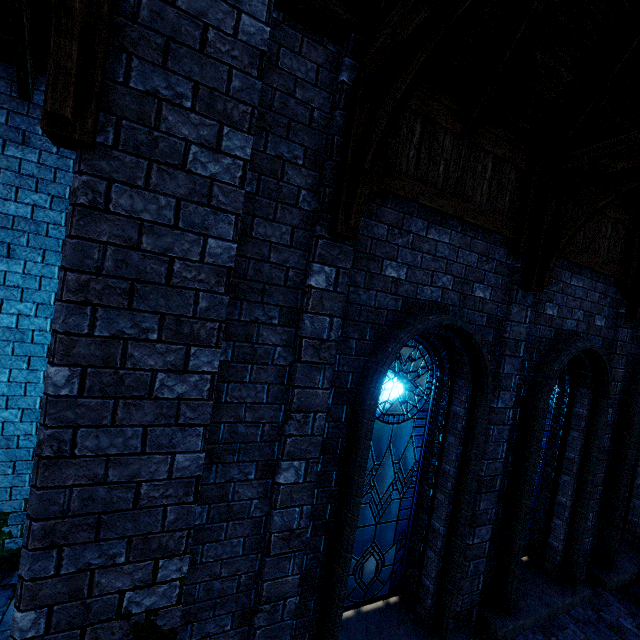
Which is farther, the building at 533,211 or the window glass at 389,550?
the window glass at 389,550

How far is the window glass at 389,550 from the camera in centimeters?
418cm

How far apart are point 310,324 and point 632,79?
5.2m

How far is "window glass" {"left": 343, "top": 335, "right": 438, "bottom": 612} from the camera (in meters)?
4.18

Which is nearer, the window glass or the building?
the building
